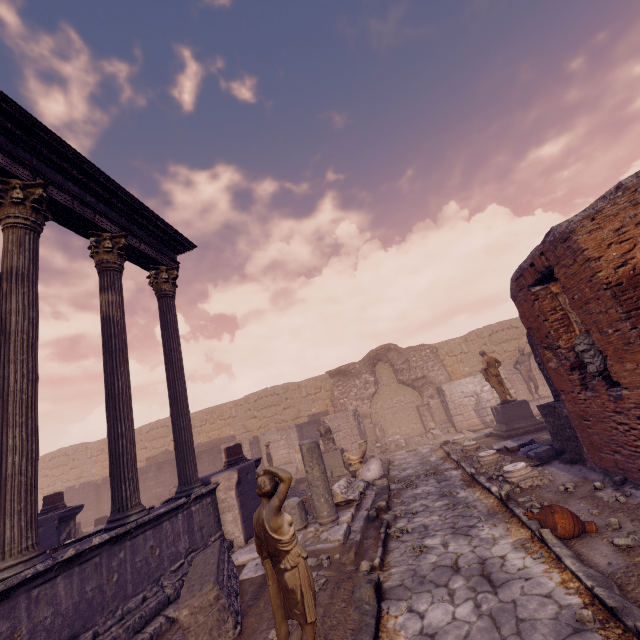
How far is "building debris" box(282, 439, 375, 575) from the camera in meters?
5.7 m

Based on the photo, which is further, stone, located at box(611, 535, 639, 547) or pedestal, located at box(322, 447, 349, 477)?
pedestal, located at box(322, 447, 349, 477)

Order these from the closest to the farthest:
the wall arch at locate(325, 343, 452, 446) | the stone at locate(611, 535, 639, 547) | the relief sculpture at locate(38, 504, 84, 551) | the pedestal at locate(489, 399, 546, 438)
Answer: the stone at locate(611, 535, 639, 547) < the relief sculpture at locate(38, 504, 84, 551) < the pedestal at locate(489, 399, 546, 438) < the wall arch at locate(325, 343, 452, 446)

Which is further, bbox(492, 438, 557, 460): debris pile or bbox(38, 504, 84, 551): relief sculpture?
bbox(38, 504, 84, 551): relief sculpture

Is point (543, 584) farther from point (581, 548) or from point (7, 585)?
point (7, 585)

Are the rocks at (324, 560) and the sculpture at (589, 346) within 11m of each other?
yes

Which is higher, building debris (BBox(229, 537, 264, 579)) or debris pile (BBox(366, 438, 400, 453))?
debris pile (BBox(366, 438, 400, 453))

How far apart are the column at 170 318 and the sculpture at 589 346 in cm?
772
